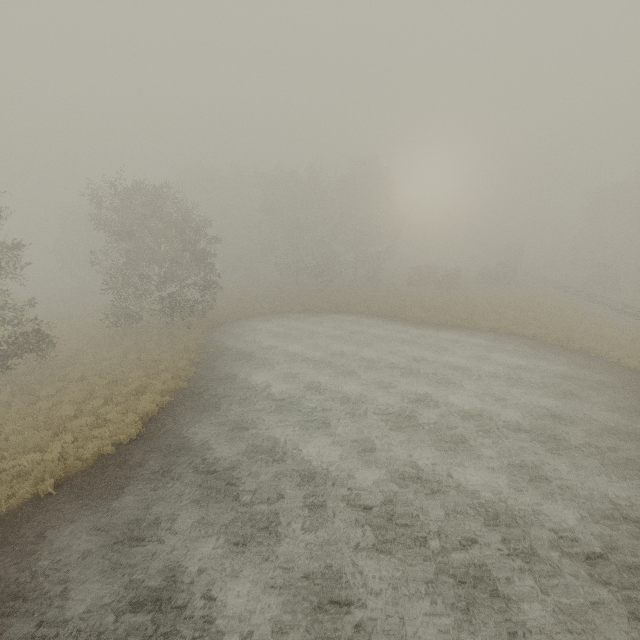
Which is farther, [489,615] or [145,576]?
[145,576]
